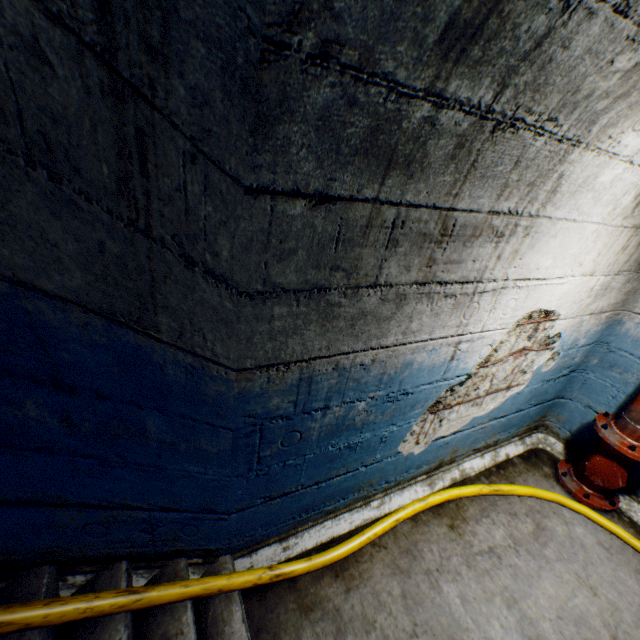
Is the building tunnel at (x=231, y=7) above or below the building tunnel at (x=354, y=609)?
above

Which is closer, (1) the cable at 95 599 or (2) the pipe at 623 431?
(1) the cable at 95 599

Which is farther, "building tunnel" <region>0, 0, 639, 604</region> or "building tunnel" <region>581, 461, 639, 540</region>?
"building tunnel" <region>581, 461, 639, 540</region>

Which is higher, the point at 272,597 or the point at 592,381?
the point at 592,381

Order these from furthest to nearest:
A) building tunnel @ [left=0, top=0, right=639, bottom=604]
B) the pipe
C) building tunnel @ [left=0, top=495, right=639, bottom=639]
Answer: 1. the pipe
2. building tunnel @ [left=0, top=495, right=639, bottom=639]
3. building tunnel @ [left=0, top=0, right=639, bottom=604]

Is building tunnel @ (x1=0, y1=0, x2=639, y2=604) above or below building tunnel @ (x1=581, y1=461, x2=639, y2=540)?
above

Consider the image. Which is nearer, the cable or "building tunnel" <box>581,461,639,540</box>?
the cable
